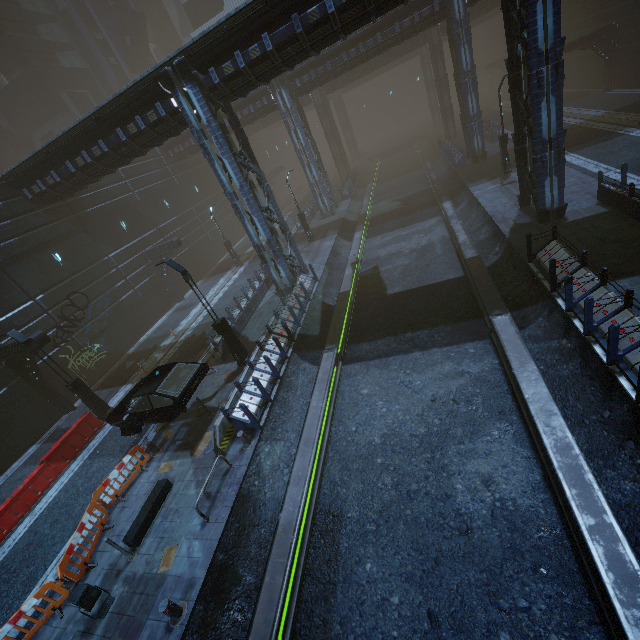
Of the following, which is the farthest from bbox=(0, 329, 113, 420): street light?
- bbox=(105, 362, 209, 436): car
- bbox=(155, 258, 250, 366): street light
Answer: bbox=(155, 258, 250, 366): street light

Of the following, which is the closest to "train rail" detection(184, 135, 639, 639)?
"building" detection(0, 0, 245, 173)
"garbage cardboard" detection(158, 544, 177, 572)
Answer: "building" detection(0, 0, 245, 173)

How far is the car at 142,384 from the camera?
11.20m

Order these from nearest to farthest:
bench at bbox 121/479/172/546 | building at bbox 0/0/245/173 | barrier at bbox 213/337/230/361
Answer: bench at bbox 121/479/172/546 → barrier at bbox 213/337/230/361 → building at bbox 0/0/245/173

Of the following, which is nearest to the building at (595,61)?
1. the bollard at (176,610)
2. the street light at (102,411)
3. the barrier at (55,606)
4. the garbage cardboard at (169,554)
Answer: the street light at (102,411)

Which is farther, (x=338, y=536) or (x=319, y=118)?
(x=319, y=118)

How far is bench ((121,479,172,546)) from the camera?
9.05m

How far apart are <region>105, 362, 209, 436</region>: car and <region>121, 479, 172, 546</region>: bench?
1.9m
